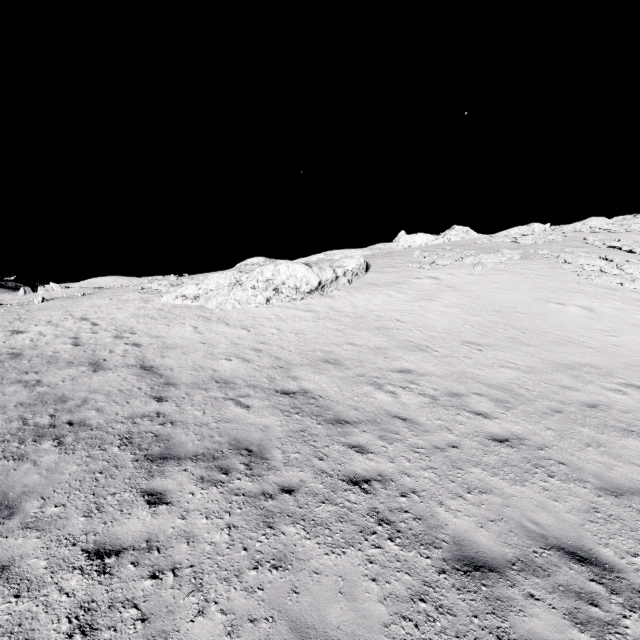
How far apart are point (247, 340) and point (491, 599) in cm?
1242
